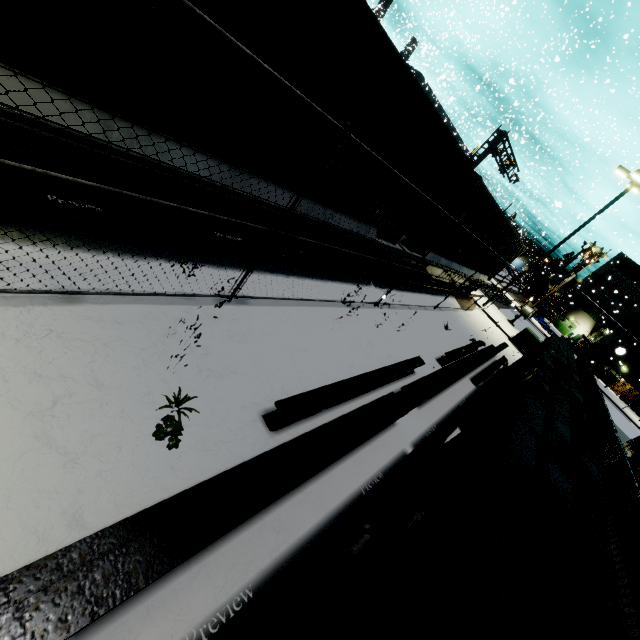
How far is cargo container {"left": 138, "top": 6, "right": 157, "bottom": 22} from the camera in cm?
282

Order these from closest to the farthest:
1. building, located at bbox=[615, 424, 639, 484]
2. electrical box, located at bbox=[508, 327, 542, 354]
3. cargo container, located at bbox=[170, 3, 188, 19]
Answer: cargo container, located at bbox=[170, 3, 188, 19] < building, located at bbox=[615, 424, 639, 484] < electrical box, located at bbox=[508, 327, 542, 354]

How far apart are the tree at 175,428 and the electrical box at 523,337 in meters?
20.8 m

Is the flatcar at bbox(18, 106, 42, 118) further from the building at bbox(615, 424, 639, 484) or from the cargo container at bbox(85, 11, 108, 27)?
the building at bbox(615, 424, 639, 484)

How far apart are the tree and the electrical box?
20.8 meters

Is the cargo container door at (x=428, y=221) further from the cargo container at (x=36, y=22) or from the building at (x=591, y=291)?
the building at (x=591, y=291)

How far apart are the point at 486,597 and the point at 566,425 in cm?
323
